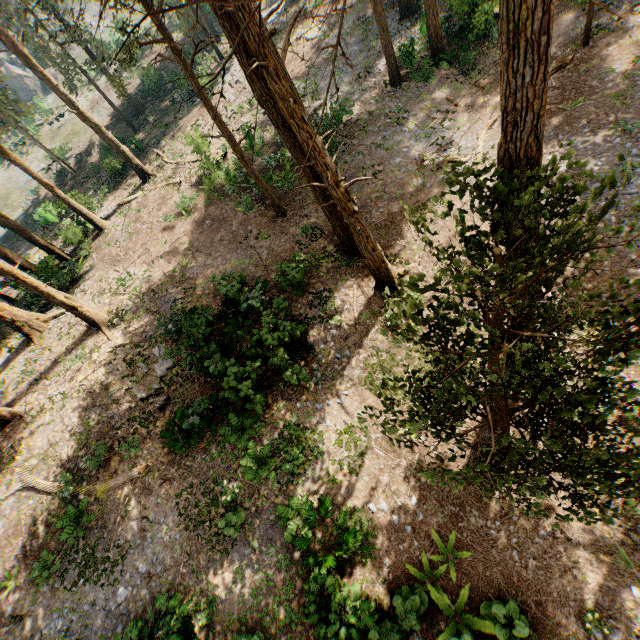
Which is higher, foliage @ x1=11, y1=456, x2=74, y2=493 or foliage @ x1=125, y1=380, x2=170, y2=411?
foliage @ x1=11, y1=456, x2=74, y2=493

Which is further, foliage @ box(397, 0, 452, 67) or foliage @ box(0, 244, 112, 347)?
foliage @ box(397, 0, 452, 67)

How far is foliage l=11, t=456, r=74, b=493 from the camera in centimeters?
1370cm

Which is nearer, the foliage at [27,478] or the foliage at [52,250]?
the foliage at [27,478]

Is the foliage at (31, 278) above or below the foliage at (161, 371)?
above

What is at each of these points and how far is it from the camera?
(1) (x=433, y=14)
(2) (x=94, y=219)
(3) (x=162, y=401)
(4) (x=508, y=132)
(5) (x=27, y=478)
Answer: (1) foliage, 20.6 meters
(2) foliage, 25.1 meters
(3) foliage, 15.1 meters
(4) foliage, 5.0 meters
(5) foliage, 14.3 meters

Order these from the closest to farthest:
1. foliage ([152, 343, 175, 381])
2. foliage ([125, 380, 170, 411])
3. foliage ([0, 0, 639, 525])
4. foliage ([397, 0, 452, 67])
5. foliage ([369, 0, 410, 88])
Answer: foliage ([0, 0, 639, 525])
foliage ([125, 380, 170, 411])
foliage ([152, 343, 175, 381])
foliage ([369, 0, 410, 88])
foliage ([397, 0, 452, 67])
